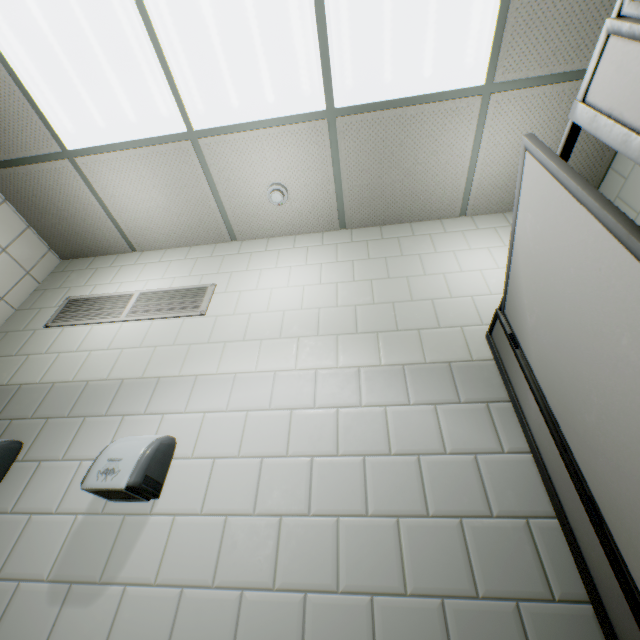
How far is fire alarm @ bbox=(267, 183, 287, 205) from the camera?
2.51m

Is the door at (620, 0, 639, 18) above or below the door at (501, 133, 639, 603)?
above

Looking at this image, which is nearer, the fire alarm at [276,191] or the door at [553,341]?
the door at [553,341]

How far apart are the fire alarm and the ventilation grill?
0.8 meters

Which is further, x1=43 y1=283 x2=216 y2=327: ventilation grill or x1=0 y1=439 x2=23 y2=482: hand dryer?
x1=43 y1=283 x2=216 y2=327: ventilation grill

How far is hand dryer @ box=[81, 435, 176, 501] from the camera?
1.39m

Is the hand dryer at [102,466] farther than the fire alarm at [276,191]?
No

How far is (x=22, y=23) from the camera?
1.88m
